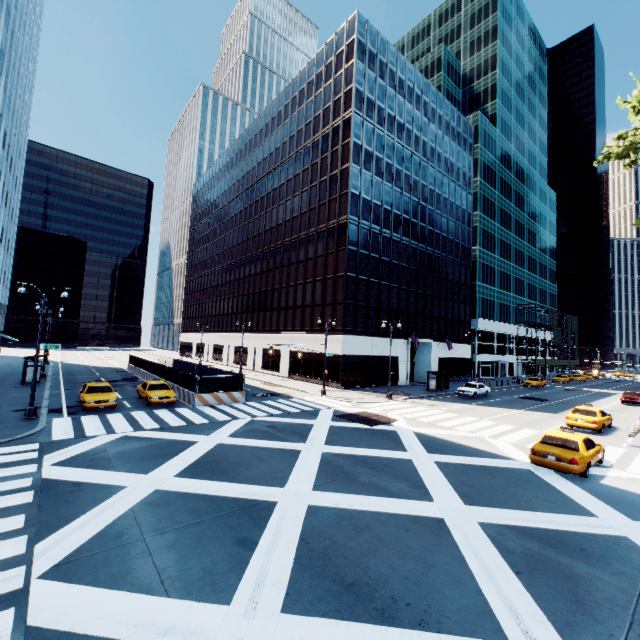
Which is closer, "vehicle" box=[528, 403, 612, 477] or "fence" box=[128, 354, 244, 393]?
"vehicle" box=[528, 403, 612, 477]

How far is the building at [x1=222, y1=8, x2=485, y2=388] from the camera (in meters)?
38.00

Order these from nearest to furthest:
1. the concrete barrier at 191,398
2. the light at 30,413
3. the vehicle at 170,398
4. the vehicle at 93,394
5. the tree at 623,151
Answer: the tree at 623,151
the light at 30,413
the vehicle at 93,394
the vehicle at 170,398
the concrete barrier at 191,398

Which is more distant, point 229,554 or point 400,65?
point 400,65

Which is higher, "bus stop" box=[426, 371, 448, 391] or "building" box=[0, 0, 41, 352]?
"building" box=[0, 0, 41, 352]

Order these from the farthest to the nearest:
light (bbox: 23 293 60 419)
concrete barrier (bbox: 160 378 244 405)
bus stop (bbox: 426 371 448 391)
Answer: bus stop (bbox: 426 371 448 391), concrete barrier (bbox: 160 378 244 405), light (bbox: 23 293 60 419)

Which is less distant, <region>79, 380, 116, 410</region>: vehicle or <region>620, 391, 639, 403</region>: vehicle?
<region>79, 380, 116, 410</region>: vehicle

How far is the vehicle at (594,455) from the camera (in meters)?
12.85
